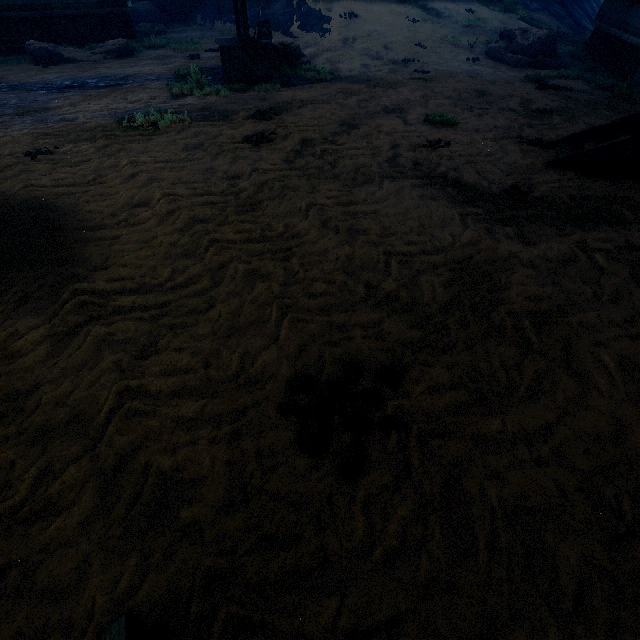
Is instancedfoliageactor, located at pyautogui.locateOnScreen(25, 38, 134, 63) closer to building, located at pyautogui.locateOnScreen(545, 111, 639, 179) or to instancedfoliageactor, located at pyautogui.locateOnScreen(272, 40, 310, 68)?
building, located at pyautogui.locateOnScreen(545, 111, 639, 179)

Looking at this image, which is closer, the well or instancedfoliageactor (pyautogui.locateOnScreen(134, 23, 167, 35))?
the well

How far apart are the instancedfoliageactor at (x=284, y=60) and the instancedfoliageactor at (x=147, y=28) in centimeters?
803cm

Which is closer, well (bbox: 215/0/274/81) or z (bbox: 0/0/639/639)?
z (bbox: 0/0/639/639)

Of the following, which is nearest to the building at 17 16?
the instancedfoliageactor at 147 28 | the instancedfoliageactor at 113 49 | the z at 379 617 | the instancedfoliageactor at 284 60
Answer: the z at 379 617

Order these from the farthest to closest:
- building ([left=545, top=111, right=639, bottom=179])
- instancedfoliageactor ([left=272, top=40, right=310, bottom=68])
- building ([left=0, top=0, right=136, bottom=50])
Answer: building ([left=0, top=0, right=136, bottom=50]) → instancedfoliageactor ([left=272, top=40, right=310, bottom=68]) → building ([left=545, top=111, right=639, bottom=179])

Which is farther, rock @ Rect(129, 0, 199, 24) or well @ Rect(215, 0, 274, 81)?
rock @ Rect(129, 0, 199, 24)

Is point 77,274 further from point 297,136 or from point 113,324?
point 297,136
